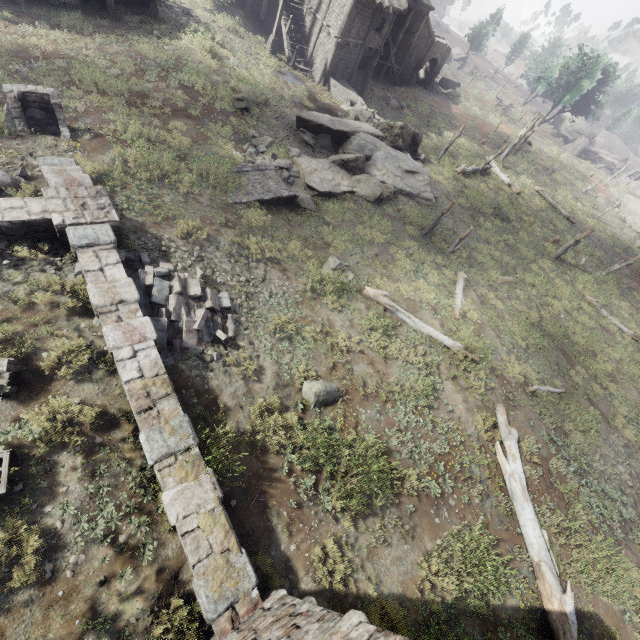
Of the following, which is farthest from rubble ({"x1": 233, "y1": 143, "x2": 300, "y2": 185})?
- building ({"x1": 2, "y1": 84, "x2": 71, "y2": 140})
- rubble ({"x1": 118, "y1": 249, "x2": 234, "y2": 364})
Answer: rubble ({"x1": 118, "y1": 249, "x2": 234, "y2": 364})

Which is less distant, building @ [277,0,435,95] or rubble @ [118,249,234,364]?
rubble @ [118,249,234,364]

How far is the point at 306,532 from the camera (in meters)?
6.85

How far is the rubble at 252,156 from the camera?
14.3m

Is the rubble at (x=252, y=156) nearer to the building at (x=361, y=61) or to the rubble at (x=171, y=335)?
the rubble at (x=171, y=335)

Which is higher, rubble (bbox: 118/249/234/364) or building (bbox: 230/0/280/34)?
rubble (bbox: 118/249/234/364)

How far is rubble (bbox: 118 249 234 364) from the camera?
7.61m

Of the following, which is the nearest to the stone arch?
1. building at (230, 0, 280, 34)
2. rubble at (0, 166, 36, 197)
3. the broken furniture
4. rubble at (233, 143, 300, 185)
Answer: building at (230, 0, 280, 34)
